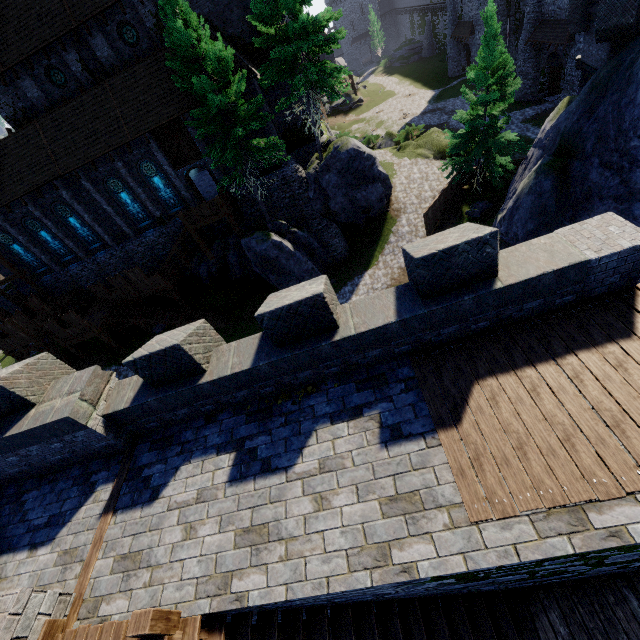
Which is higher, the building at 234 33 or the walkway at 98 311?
the building at 234 33

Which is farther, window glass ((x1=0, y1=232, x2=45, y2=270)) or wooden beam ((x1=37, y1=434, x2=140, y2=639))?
window glass ((x1=0, y1=232, x2=45, y2=270))

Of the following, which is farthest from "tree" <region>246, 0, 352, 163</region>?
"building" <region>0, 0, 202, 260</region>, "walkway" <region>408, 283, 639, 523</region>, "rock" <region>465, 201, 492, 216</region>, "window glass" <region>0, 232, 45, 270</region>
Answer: "window glass" <region>0, 232, 45, 270</region>

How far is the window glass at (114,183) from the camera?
23.8 meters

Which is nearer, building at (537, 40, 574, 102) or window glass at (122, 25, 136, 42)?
window glass at (122, 25, 136, 42)

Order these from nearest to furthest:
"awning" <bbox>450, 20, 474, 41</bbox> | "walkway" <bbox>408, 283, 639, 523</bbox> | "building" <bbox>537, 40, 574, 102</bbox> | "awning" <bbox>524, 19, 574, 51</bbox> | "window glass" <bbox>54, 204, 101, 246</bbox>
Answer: "walkway" <bbox>408, 283, 639, 523</bbox>
"window glass" <bbox>54, 204, 101, 246</bbox>
"awning" <bbox>524, 19, 574, 51</bbox>
"building" <bbox>537, 40, 574, 102</bbox>
"awning" <bbox>450, 20, 474, 41</bbox>

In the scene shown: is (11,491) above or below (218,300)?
above

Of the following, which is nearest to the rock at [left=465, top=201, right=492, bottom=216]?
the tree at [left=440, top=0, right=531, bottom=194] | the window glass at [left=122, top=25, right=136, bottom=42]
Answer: the tree at [left=440, top=0, right=531, bottom=194]
